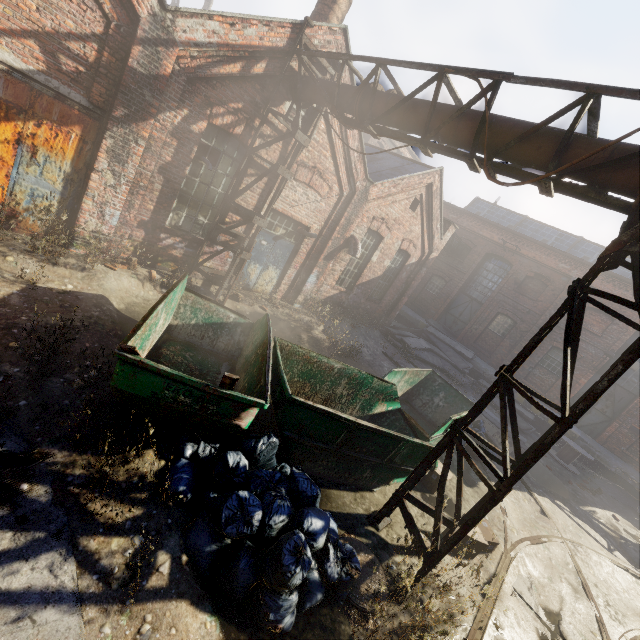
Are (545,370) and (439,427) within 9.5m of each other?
no

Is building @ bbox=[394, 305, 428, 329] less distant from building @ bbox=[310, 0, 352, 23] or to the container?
the container

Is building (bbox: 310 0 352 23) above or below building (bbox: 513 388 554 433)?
above

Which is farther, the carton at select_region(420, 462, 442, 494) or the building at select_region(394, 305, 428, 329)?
the building at select_region(394, 305, 428, 329)

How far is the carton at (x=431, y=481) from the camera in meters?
6.8

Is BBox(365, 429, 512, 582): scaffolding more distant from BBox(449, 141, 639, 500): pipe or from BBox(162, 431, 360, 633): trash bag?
BBox(162, 431, 360, 633): trash bag

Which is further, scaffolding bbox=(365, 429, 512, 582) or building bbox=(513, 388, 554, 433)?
building bbox=(513, 388, 554, 433)

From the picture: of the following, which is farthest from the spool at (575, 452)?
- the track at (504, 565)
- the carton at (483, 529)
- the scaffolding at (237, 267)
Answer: the scaffolding at (237, 267)
